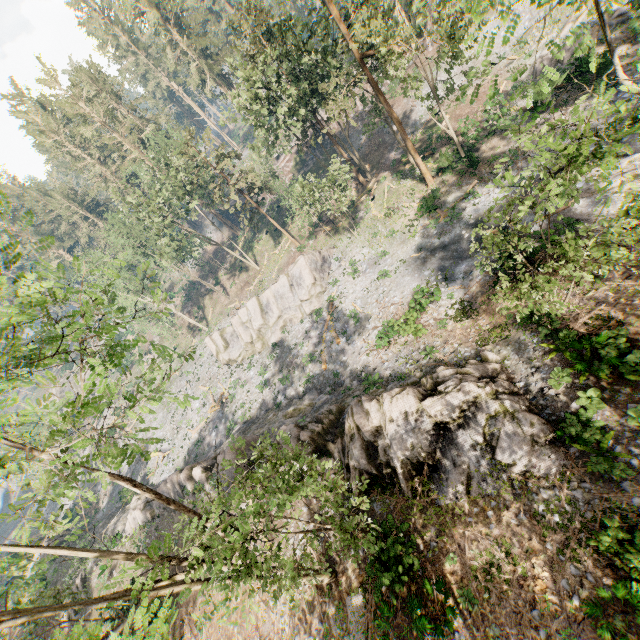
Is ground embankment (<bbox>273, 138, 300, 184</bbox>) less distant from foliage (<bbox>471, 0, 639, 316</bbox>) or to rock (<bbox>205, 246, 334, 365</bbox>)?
foliage (<bbox>471, 0, 639, 316</bbox>)

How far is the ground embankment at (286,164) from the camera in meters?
52.6 m

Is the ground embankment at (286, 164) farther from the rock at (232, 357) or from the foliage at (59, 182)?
the rock at (232, 357)

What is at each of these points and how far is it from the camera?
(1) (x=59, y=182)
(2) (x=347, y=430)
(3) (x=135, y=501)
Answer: (1) foliage, 59.5m
(2) rock, 17.2m
(3) rock, 30.8m

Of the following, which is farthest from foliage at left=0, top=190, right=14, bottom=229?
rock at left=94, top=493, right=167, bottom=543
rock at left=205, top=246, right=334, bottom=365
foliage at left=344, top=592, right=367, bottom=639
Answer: rock at left=94, top=493, right=167, bottom=543

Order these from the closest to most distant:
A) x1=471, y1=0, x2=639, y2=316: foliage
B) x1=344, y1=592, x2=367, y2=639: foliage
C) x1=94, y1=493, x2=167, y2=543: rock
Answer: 1. x1=471, y1=0, x2=639, y2=316: foliage
2. x1=344, y1=592, x2=367, y2=639: foliage
3. x1=94, y1=493, x2=167, y2=543: rock

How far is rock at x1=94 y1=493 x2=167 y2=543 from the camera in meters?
28.3 m

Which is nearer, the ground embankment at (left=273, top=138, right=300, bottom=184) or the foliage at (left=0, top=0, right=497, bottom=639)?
the foliage at (left=0, top=0, right=497, bottom=639)
